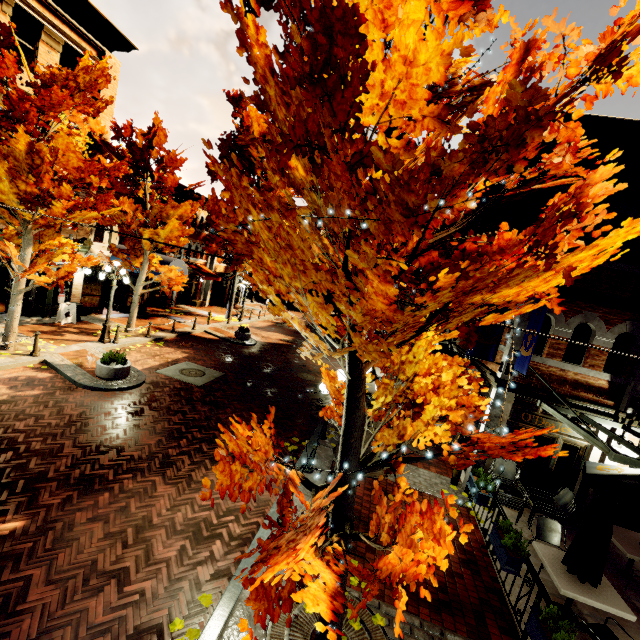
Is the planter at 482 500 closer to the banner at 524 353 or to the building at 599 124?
the building at 599 124

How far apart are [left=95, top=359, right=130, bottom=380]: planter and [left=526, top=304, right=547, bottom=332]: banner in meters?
12.1

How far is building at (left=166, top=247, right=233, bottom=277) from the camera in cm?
2500

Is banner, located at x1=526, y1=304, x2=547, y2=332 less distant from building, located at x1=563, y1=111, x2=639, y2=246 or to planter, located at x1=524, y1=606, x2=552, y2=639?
building, located at x1=563, y1=111, x2=639, y2=246

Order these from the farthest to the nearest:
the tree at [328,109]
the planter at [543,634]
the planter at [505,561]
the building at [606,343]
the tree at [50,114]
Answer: the tree at [50,114] → the building at [606,343] → the planter at [505,561] → the planter at [543,634] → the tree at [328,109]

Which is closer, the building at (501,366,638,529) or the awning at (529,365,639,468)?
the awning at (529,365,639,468)

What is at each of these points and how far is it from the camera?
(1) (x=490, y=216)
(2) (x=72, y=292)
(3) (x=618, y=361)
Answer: (1) building, 14.8 meters
(2) building, 16.5 meters
(3) building, 8.5 meters

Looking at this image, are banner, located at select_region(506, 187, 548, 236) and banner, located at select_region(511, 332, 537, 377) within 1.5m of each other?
yes
